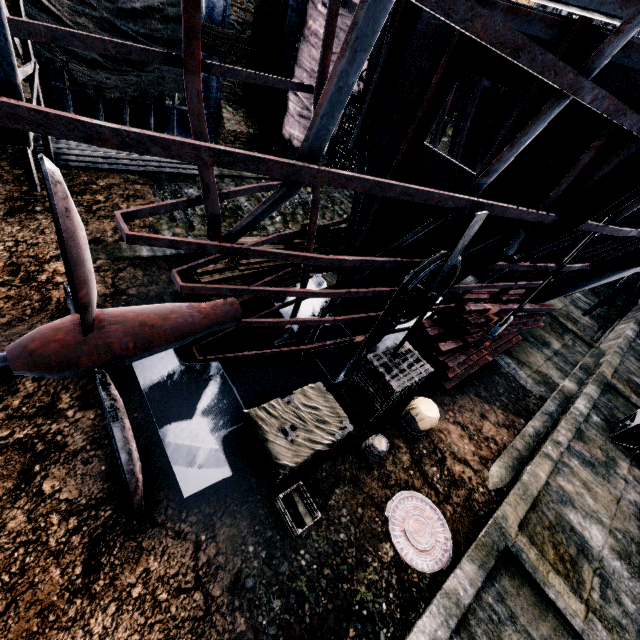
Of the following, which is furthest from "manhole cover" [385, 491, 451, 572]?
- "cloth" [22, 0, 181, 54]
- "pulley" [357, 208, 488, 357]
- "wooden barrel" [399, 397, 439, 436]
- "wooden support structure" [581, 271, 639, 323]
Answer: "wooden support structure" [581, 271, 639, 323]

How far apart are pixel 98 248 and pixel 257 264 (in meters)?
4.80

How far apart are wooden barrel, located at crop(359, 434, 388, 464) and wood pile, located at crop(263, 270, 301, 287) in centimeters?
597cm

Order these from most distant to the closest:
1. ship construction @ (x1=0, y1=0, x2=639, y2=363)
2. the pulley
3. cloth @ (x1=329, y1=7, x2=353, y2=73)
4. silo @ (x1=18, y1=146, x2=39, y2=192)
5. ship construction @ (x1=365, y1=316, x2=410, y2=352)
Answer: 1. cloth @ (x1=329, y1=7, x2=353, y2=73)
2. ship construction @ (x1=365, y1=316, x2=410, y2=352)
3. silo @ (x1=18, y1=146, x2=39, y2=192)
4. the pulley
5. ship construction @ (x1=0, y1=0, x2=639, y2=363)

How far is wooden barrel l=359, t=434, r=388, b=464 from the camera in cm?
801

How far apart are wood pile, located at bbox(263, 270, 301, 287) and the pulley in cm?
525

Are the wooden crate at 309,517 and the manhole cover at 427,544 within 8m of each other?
yes

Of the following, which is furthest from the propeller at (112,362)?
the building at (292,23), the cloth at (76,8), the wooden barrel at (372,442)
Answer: the cloth at (76,8)
